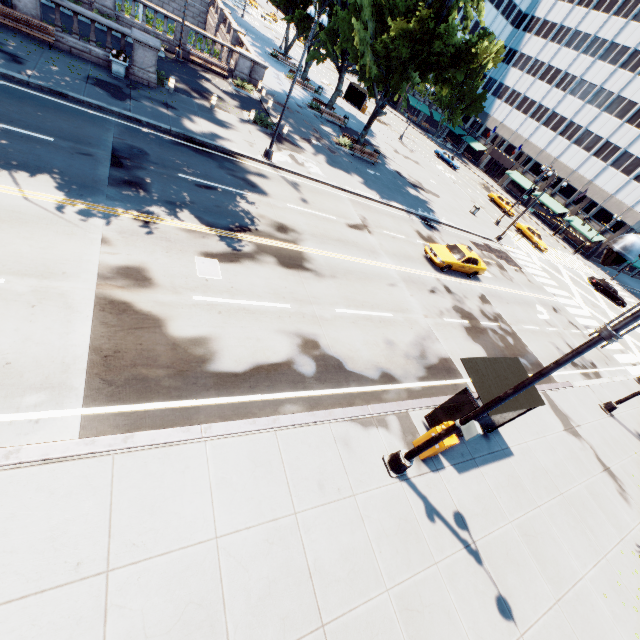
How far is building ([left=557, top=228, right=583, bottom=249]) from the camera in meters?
56.4

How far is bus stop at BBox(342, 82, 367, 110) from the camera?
47.8m

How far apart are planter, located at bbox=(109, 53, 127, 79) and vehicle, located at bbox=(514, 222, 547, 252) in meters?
44.2

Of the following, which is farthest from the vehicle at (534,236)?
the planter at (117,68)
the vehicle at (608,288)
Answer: the planter at (117,68)

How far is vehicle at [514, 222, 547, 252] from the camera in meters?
40.2 m

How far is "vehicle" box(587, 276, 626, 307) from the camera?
39.78m

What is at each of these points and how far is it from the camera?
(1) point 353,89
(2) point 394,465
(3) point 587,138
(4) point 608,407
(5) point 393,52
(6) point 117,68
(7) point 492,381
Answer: (1) bus stop, 47.94m
(2) light, 8.64m
(3) building, 55.69m
(4) light, 17.53m
(5) tree, 22.69m
(6) planter, 17.27m
(7) bus stop, 9.67m

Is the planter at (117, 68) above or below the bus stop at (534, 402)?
below
